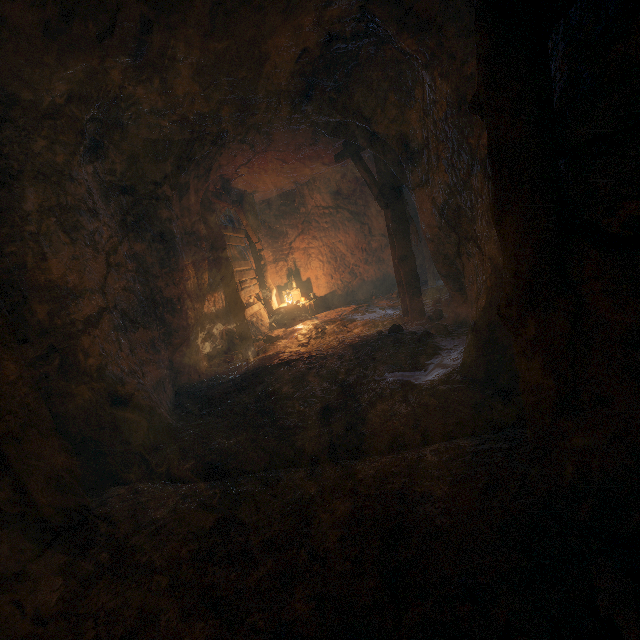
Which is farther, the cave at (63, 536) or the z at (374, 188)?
the z at (374, 188)

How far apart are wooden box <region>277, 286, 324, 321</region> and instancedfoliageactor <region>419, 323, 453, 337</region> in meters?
5.2

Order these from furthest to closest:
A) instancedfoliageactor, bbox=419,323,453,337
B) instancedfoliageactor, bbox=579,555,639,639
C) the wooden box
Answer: the wooden box
instancedfoliageactor, bbox=419,323,453,337
instancedfoliageactor, bbox=579,555,639,639

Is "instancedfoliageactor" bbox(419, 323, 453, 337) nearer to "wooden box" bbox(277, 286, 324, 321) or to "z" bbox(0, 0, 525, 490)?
"z" bbox(0, 0, 525, 490)

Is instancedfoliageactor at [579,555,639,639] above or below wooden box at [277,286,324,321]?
below

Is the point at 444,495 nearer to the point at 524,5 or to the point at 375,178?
the point at 524,5

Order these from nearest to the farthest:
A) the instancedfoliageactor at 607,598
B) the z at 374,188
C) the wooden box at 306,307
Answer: the instancedfoliageactor at 607,598, the z at 374,188, the wooden box at 306,307

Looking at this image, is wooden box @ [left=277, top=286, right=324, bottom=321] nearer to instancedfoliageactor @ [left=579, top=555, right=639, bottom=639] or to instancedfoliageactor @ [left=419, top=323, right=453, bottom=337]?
instancedfoliageactor @ [left=419, top=323, right=453, bottom=337]
